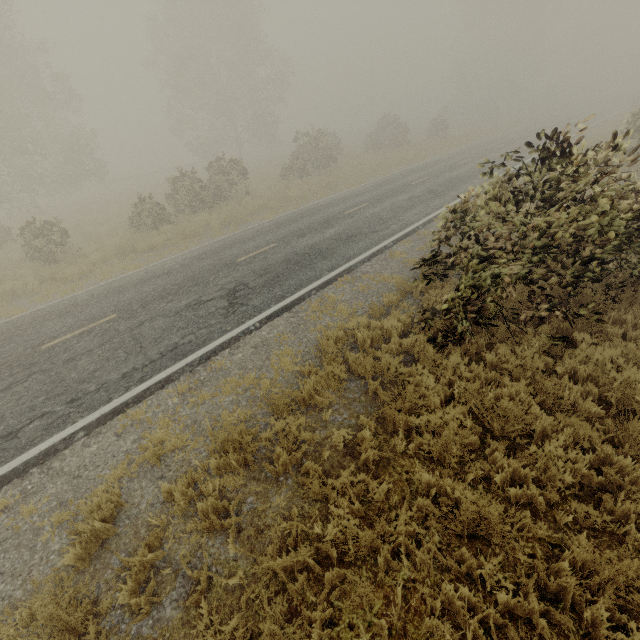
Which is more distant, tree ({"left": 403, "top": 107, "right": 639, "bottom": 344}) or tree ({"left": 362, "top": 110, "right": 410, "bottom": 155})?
tree ({"left": 362, "top": 110, "right": 410, "bottom": 155})

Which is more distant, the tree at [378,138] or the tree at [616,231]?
the tree at [378,138]

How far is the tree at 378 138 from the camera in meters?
33.3 m

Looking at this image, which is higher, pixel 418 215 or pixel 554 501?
pixel 418 215

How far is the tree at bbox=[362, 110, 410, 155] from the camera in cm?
3328
